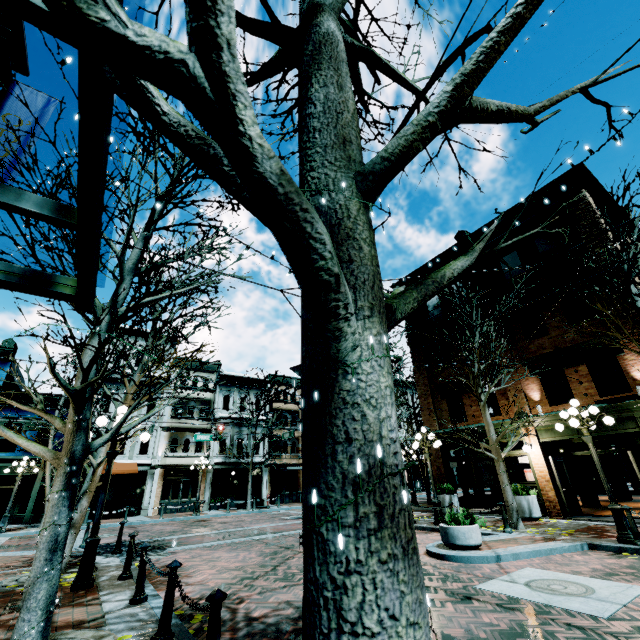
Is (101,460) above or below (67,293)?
below

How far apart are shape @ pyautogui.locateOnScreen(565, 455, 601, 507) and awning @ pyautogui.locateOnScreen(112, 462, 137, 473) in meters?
26.5

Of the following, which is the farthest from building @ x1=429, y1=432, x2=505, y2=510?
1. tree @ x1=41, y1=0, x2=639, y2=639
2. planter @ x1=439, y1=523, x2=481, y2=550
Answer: planter @ x1=439, y1=523, x2=481, y2=550

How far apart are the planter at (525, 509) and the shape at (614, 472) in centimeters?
960cm

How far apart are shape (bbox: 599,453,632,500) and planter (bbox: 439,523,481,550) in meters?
16.1 m

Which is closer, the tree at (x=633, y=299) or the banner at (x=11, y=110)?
the banner at (x=11, y=110)

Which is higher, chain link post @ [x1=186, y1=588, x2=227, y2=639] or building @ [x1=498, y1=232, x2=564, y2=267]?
building @ [x1=498, y1=232, x2=564, y2=267]

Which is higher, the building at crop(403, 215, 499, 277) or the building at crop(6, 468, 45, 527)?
the building at crop(403, 215, 499, 277)
